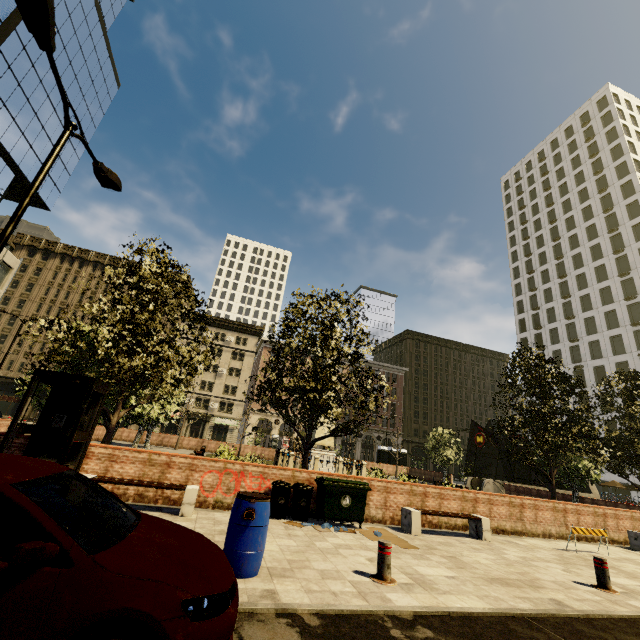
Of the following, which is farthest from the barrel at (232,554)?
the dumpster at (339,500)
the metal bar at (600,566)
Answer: the metal bar at (600,566)

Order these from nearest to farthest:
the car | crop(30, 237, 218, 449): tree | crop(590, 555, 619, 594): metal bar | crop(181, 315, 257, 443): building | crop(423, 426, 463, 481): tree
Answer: the car, crop(590, 555, 619, 594): metal bar, crop(30, 237, 218, 449): tree, crop(423, 426, 463, 481): tree, crop(181, 315, 257, 443): building

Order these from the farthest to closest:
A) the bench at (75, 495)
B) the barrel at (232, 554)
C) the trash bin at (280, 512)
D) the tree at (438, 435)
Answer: the tree at (438, 435) → the trash bin at (280, 512) → the bench at (75, 495) → the barrel at (232, 554)

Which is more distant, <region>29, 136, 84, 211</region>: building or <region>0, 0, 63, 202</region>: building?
<region>29, 136, 84, 211</region>: building

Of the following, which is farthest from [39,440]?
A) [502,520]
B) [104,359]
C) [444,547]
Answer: [502,520]

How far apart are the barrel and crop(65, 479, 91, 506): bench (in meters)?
2.93

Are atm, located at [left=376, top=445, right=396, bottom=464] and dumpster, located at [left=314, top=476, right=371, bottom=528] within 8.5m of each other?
no

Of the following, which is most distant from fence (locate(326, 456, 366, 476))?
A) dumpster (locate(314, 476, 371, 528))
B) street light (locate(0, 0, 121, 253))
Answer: street light (locate(0, 0, 121, 253))
